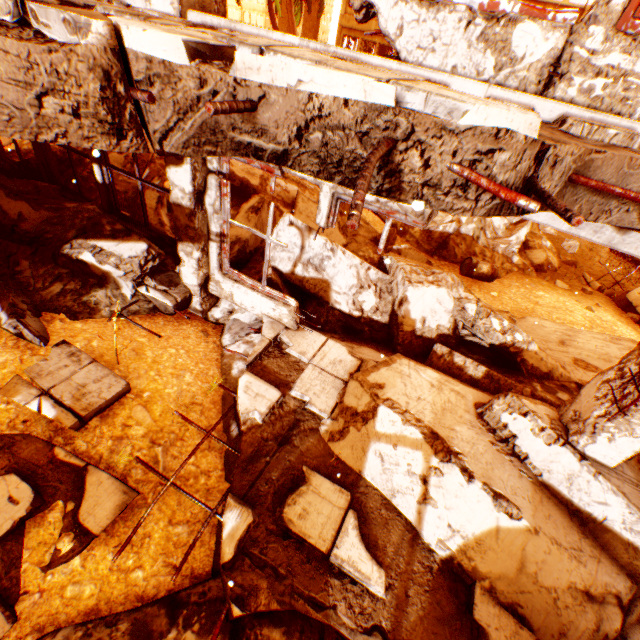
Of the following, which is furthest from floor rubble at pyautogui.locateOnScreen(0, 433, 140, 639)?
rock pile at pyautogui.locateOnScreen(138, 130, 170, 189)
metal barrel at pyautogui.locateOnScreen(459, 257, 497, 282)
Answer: metal barrel at pyautogui.locateOnScreen(459, 257, 497, 282)

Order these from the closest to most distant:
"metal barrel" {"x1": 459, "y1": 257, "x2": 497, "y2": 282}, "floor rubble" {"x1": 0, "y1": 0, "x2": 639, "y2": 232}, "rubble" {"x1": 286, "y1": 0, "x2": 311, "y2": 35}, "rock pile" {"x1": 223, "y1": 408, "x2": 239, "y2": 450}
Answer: "floor rubble" {"x1": 0, "y1": 0, "x2": 639, "y2": 232} → "rock pile" {"x1": 223, "y1": 408, "x2": 239, "y2": 450} → "metal barrel" {"x1": 459, "y1": 257, "x2": 497, "y2": 282} → "rubble" {"x1": 286, "y1": 0, "x2": 311, "y2": 35}

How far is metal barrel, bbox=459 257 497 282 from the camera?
8.6m

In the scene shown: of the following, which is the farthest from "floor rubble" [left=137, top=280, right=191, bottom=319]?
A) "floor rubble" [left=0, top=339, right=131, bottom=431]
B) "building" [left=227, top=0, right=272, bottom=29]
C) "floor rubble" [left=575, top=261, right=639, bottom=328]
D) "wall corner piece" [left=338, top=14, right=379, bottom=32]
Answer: "building" [left=227, top=0, right=272, bottom=29]

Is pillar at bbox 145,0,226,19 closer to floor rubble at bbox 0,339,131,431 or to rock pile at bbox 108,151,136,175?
rock pile at bbox 108,151,136,175

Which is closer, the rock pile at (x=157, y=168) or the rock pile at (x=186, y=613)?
the rock pile at (x=186, y=613)

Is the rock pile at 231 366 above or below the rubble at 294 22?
below

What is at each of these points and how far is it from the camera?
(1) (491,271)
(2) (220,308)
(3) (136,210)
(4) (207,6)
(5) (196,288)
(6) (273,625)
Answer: (1) metal barrel, 8.6m
(2) rock pile, 4.9m
(3) rock pile, 5.4m
(4) pillar, 2.8m
(5) pillar, 4.6m
(6) rock pile, 2.5m
